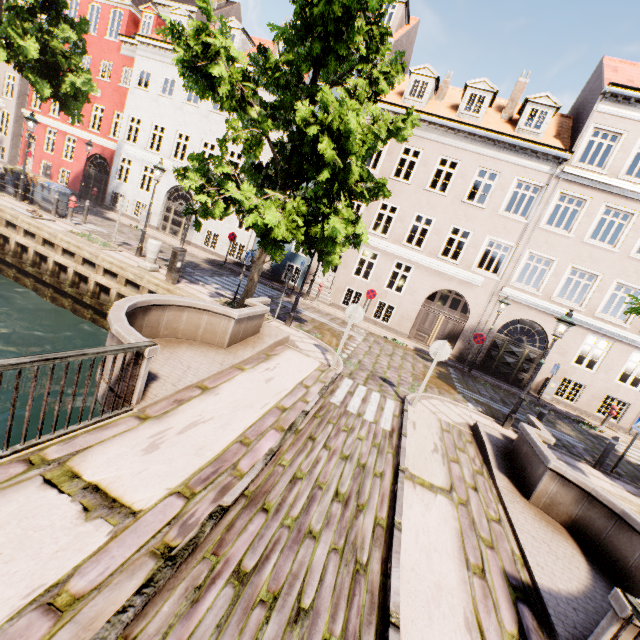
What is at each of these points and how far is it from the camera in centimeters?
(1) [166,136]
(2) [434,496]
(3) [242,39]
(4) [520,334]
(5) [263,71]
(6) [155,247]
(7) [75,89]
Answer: (1) building, 2078cm
(2) bridge, 521cm
(3) building, 1953cm
(4) building, 2223cm
(5) tree, 1078cm
(6) pillar, 1141cm
(7) tree, 1351cm

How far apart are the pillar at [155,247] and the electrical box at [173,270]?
1.0m

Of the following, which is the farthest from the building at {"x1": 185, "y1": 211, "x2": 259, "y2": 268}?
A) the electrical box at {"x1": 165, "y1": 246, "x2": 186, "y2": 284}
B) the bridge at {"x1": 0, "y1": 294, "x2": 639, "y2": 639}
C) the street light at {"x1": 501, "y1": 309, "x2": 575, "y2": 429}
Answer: the electrical box at {"x1": 165, "y1": 246, "x2": 186, "y2": 284}

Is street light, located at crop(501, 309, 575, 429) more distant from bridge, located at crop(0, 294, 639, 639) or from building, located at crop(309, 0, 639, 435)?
building, located at crop(309, 0, 639, 435)

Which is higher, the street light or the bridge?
the street light

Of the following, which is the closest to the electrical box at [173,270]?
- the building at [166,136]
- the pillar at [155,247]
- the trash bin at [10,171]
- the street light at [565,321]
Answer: the pillar at [155,247]

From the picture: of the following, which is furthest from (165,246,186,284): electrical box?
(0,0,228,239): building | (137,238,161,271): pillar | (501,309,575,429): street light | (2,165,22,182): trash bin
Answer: (0,0,228,239): building

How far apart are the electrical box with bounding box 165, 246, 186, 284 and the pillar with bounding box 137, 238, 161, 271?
1.0 meters
